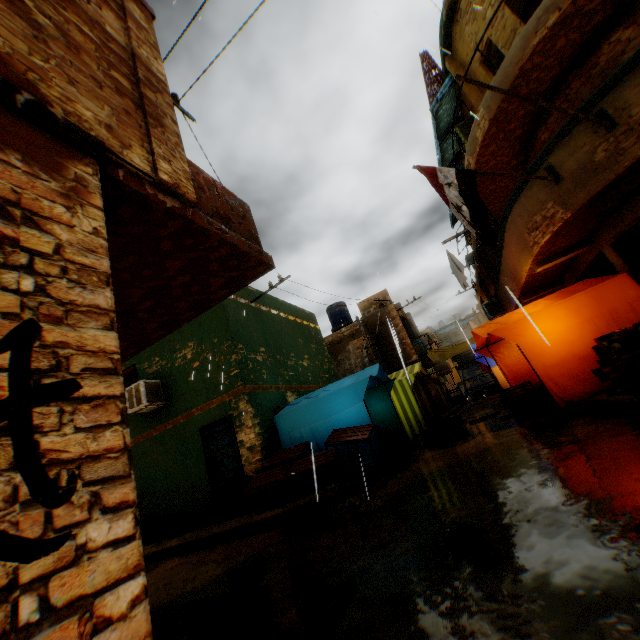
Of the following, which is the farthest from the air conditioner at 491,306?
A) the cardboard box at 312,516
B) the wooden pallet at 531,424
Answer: the cardboard box at 312,516

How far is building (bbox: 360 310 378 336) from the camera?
19.8 meters

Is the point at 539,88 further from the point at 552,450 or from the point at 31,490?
the point at 31,490

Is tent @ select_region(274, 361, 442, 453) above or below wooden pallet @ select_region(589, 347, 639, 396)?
above

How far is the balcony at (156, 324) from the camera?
2.68m

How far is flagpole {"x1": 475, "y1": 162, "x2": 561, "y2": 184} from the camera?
6.35m

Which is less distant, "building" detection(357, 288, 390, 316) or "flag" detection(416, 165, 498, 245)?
"flag" detection(416, 165, 498, 245)

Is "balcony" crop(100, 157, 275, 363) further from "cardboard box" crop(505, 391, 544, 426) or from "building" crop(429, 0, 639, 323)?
"cardboard box" crop(505, 391, 544, 426)
